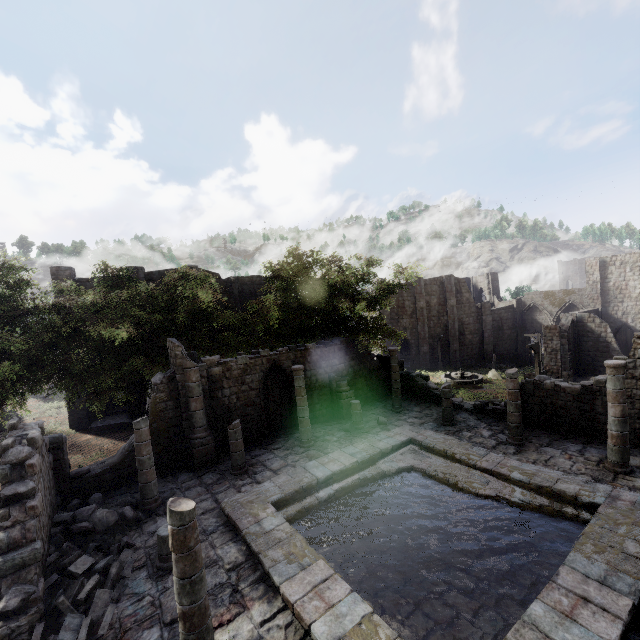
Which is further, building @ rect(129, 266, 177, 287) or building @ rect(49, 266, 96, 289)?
building @ rect(129, 266, 177, 287)

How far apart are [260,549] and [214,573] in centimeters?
130cm

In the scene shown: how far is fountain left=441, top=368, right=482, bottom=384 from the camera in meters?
32.0

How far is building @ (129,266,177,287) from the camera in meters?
26.4

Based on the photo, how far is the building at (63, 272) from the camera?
24.41m

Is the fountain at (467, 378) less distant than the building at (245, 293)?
No

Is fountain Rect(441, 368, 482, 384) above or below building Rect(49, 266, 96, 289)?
below
